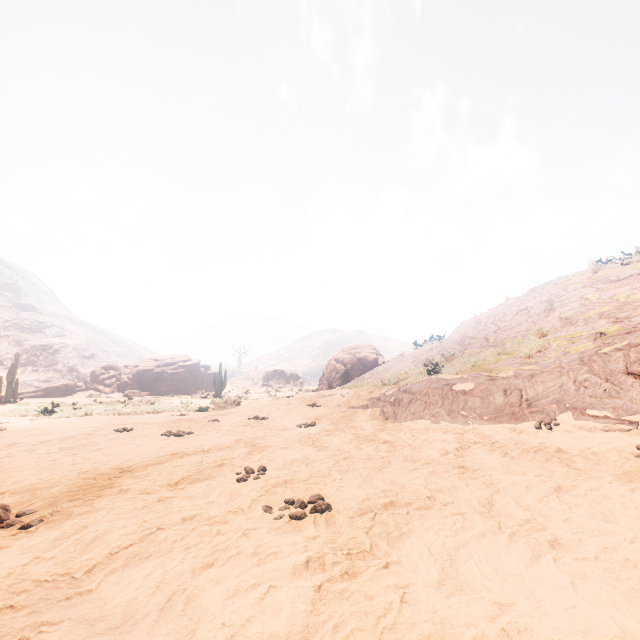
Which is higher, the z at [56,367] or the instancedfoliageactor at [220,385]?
the z at [56,367]

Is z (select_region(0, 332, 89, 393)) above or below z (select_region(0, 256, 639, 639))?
above

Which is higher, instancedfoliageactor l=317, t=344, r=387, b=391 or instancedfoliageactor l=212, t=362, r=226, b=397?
instancedfoliageactor l=317, t=344, r=387, b=391

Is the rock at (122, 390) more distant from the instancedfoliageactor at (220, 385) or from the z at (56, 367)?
the z at (56, 367)

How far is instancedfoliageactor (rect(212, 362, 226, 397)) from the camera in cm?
2659

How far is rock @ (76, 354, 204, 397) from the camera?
34.34m

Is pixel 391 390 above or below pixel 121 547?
above

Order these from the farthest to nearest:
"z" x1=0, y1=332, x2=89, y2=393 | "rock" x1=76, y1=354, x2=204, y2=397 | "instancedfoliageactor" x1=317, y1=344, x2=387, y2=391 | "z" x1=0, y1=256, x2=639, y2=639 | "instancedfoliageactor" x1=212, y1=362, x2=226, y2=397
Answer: "z" x1=0, y1=332, x2=89, y2=393 < "rock" x1=76, y1=354, x2=204, y2=397 < "instancedfoliageactor" x1=212, y1=362, x2=226, y2=397 < "instancedfoliageactor" x1=317, y1=344, x2=387, y2=391 < "z" x1=0, y1=256, x2=639, y2=639
